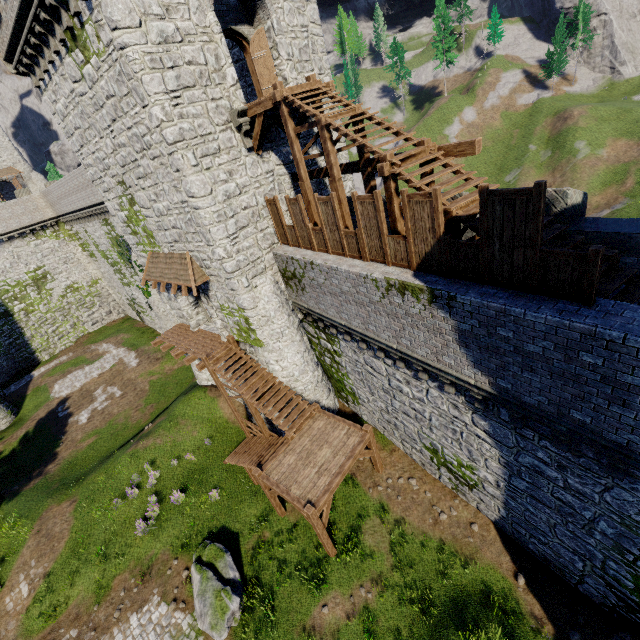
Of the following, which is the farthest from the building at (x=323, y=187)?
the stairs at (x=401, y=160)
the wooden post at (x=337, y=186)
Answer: the wooden post at (x=337, y=186)

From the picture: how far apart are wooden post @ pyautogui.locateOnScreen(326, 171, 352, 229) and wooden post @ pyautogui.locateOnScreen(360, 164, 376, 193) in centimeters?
110cm

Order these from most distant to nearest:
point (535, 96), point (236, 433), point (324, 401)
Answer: point (535, 96), point (236, 433), point (324, 401)

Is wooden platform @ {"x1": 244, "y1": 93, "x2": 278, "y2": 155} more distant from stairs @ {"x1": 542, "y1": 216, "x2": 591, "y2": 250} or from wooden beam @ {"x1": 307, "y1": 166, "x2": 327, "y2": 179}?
wooden beam @ {"x1": 307, "y1": 166, "x2": 327, "y2": 179}

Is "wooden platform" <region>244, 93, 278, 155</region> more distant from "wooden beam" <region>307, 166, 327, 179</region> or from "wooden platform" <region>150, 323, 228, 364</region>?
"wooden platform" <region>150, 323, 228, 364</region>

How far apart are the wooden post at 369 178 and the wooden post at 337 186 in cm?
110

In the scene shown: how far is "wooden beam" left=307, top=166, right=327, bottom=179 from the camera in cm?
1321
